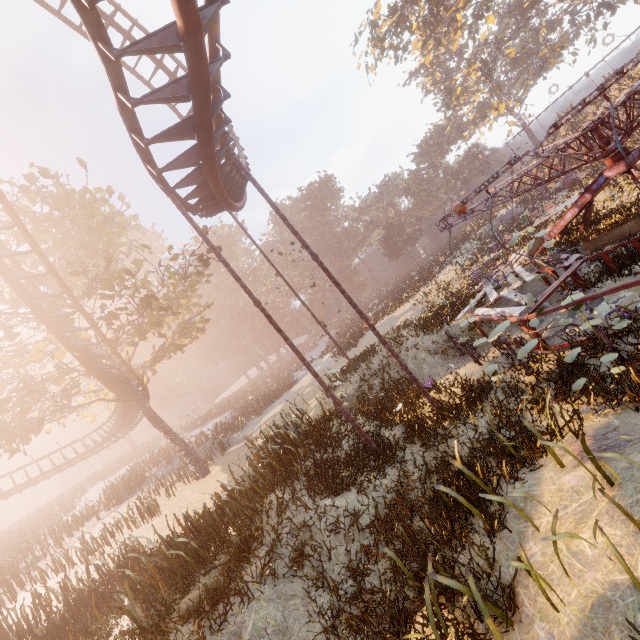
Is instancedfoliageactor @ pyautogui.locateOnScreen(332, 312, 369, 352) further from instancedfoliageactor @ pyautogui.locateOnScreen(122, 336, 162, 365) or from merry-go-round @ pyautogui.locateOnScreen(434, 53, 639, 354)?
merry-go-round @ pyautogui.locateOnScreen(434, 53, 639, 354)

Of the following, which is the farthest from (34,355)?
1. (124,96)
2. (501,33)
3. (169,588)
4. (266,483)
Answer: (501,33)

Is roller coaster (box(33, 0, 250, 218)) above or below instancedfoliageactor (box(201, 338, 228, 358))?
below

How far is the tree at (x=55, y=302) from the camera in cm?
1341

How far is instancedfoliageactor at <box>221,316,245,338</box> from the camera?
57.42m

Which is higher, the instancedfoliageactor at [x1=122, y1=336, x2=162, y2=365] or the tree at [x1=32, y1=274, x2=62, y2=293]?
the instancedfoliageactor at [x1=122, y1=336, x2=162, y2=365]

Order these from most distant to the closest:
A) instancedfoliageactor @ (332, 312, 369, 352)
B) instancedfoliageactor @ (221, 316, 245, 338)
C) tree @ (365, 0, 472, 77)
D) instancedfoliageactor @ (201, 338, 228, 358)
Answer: instancedfoliageactor @ (201, 338, 228, 358) → instancedfoliageactor @ (221, 316, 245, 338) → tree @ (365, 0, 472, 77) → instancedfoliageactor @ (332, 312, 369, 352)

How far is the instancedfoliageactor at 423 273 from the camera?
15.1m
